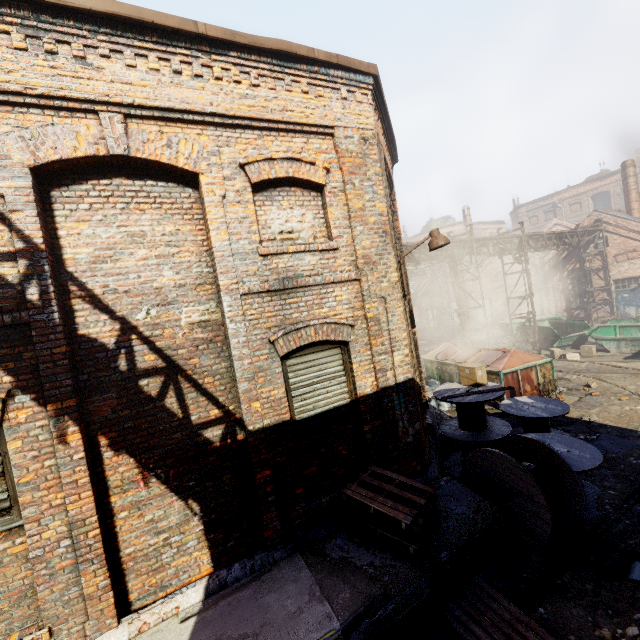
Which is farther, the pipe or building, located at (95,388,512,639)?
the pipe

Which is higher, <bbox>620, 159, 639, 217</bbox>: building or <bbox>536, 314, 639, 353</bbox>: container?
<bbox>620, 159, 639, 217</bbox>: building

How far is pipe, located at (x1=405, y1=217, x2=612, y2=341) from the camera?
14.75m

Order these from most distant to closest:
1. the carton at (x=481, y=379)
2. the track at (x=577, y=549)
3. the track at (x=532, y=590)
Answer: the carton at (x=481, y=379) < the track at (x=577, y=549) < the track at (x=532, y=590)

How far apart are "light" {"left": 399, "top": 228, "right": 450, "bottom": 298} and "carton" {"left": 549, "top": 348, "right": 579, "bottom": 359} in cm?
1299

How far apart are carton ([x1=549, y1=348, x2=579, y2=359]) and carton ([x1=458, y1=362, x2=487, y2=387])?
10.51m

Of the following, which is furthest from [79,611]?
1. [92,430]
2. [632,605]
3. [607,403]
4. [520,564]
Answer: [607,403]

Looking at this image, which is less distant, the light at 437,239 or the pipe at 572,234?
the light at 437,239
